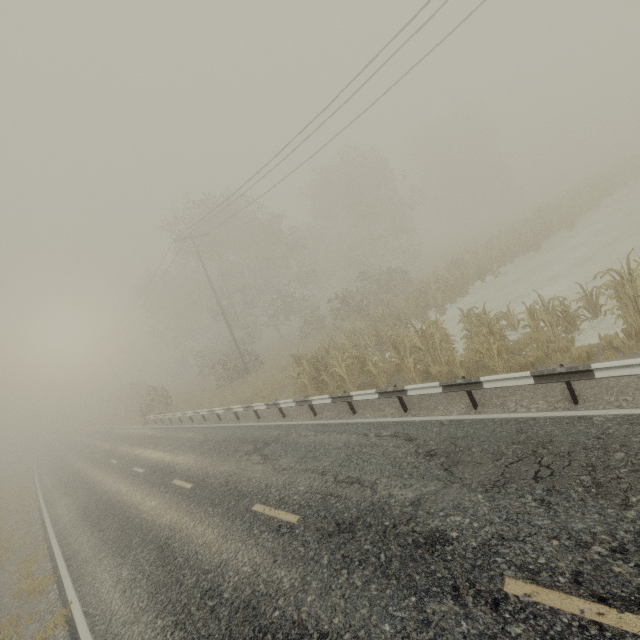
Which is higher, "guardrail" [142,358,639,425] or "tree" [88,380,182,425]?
"tree" [88,380,182,425]

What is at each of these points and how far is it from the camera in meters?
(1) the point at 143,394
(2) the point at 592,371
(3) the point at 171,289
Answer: (1) tree, 41.2
(2) guardrail, 5.9
(3) tree, 44.1

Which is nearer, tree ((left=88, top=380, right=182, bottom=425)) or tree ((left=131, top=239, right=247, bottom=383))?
tree ((left=88, top=380, right=182, bottom=425))

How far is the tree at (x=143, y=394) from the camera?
27.59m

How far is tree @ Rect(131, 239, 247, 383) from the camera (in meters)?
30.16

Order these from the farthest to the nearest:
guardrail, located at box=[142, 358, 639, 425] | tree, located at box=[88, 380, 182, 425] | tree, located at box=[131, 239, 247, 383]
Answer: tree, located at box=[131, 239, 247, 383], tree, located at box=[88, 380, 182, 425], guardrail, located at box=[142, 358, 639, 425]

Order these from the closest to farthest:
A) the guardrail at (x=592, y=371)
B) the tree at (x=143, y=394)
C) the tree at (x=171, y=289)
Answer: the guardrail at (x=592, y=371), the tree at (x=143, y=394), the tree at (x=171, y=289)
